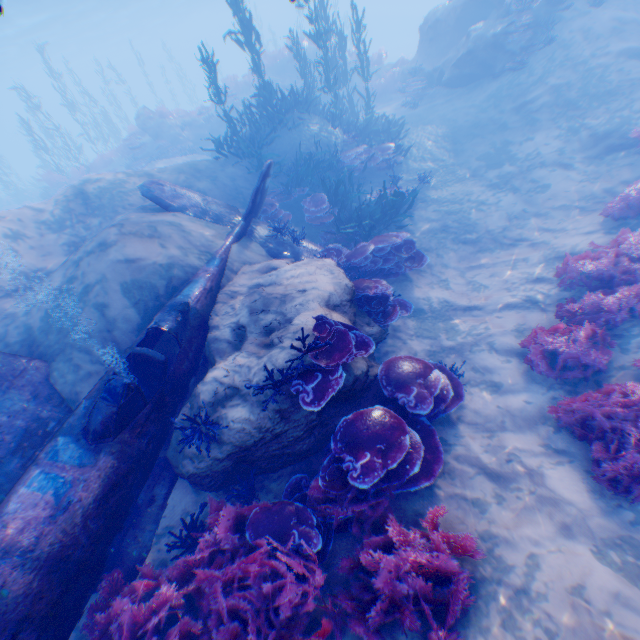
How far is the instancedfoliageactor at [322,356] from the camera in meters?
4.3 m

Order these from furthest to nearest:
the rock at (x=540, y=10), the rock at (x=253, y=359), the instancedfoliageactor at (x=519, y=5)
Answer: the rock at (x=540, y=10) < the instancedfoliageactor at (x=519, y=5) < the rock at (x=253, y=359)

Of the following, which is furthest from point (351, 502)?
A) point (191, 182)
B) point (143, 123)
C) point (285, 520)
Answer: point (143, 123)

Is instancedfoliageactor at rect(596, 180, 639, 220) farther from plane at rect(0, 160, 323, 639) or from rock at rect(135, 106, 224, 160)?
rock at rect(135, 106, 224, 160)

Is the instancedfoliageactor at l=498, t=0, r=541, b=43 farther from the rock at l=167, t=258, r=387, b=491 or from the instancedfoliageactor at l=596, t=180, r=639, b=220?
the instancedfoliageactor at l=596, t=180, r=639, b=220

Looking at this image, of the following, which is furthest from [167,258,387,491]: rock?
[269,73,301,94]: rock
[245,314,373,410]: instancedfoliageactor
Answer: [269,73,301,94]: rock

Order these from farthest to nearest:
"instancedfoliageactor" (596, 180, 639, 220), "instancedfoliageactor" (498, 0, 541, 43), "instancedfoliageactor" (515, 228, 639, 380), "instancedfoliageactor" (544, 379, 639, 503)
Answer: "instancedfoliageactor" (498, 0, 541, 43)
"instancedfoliageactor" (596, 180, 639, 220)
"instancedfoliageactor" (515, 228, 639, 380)
"instancedfoliageactor" (544, 379, 639, 503)

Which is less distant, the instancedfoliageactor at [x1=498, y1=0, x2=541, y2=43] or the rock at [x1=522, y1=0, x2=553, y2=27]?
the instancedfoliageactor at [x1=498, y1=0, x2=541, y2=43]
